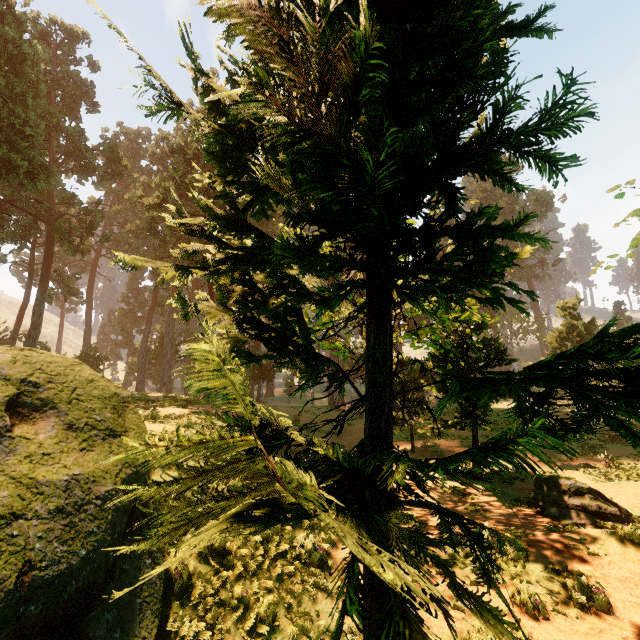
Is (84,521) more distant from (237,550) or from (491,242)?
(491,242)
